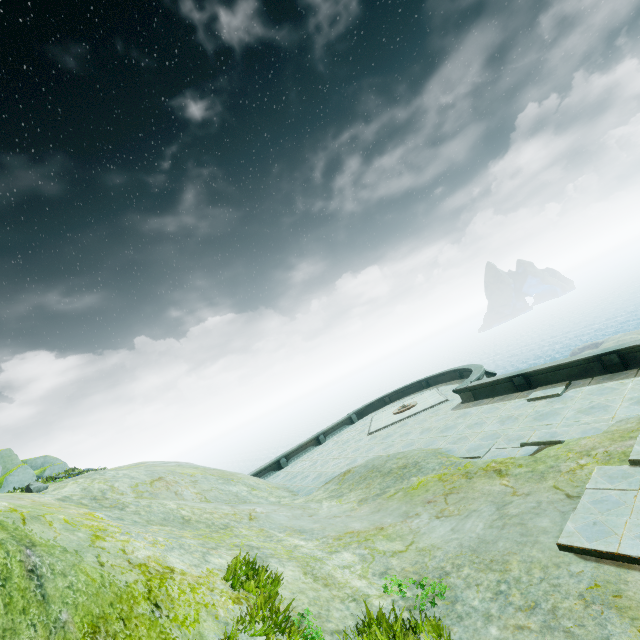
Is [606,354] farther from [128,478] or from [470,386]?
[128,478]
